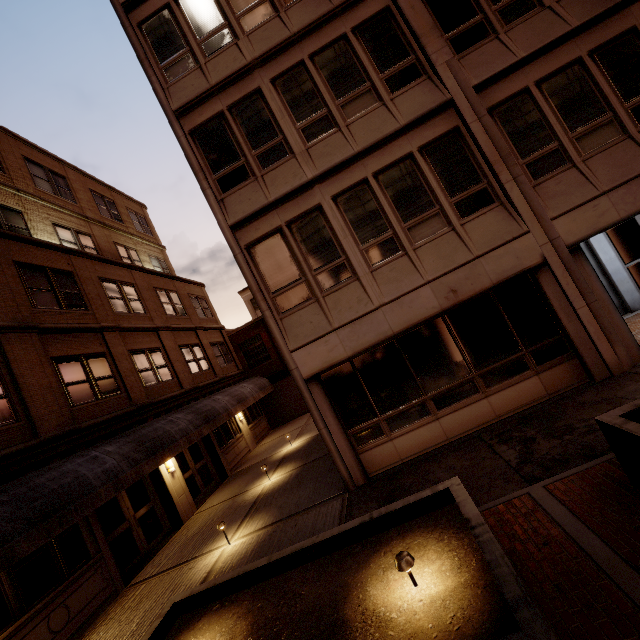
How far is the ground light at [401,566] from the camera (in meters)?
3.38

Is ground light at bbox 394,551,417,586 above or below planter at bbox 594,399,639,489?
above

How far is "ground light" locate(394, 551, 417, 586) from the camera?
3.38m

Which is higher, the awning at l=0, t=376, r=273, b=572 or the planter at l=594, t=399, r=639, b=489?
the awning at l=0, t=376, r=273, b=572

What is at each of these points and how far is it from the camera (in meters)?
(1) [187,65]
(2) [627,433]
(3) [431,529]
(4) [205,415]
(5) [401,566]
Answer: (1) building, 9.19
(2) planter, 3.84
(3) planter, 4.16
(4) awning, 13.90
(5) ground light, 3.40

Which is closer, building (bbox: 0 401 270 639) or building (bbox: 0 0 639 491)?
building (bbox: 0 401 270 639)

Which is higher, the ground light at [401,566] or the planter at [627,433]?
the ground light at [401,566]

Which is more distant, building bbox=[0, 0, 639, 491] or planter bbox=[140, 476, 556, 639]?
building bbox=[0, 0, 639, 491]
